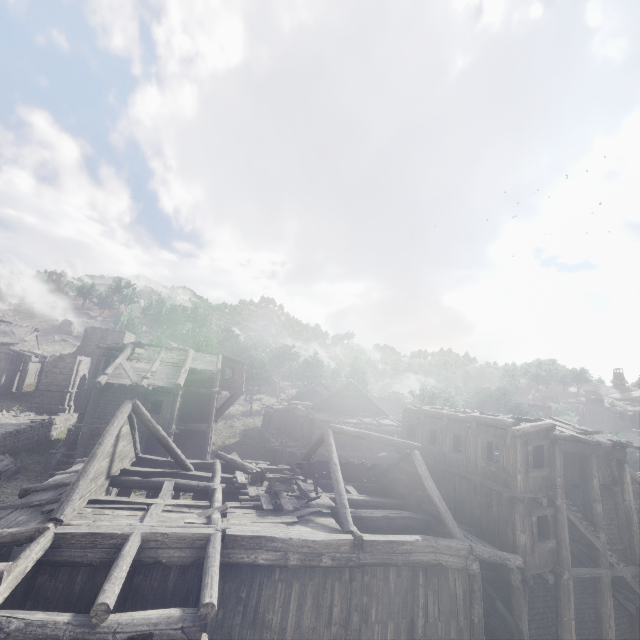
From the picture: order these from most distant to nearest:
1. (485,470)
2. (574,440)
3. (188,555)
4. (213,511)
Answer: (485,470), (574,440), (213,511), (188,555)

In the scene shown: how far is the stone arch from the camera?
32.7 meters

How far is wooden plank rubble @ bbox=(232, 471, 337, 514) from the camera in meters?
12.6 m

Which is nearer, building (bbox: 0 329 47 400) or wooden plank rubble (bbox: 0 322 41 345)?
building (bbox: 0 329 47 400)

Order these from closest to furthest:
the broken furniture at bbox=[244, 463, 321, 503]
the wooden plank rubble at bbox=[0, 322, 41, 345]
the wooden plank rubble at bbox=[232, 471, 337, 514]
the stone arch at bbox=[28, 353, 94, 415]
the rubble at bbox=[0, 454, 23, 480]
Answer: the wooden plank rubble at bbox=[232, 471, 337, 514] → the broken furniture at bbox=[244, 463, 321, 503] → the rubble at bbox=[0, 454, 23, 480] → the stone arch at bbox=[28, 353, 94, 415] → the wooden plank rubble at bbox=[0, 322, 41, 345]

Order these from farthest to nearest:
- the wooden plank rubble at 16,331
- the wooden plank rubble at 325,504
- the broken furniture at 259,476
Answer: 1. the wooden plank rubble at 16,331
2. the broken furniture at 259,476
3. the wooden plank rubble at 325,504

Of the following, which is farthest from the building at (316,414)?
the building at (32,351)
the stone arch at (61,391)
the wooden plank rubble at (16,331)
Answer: the wooden plank rubble at (16,331)

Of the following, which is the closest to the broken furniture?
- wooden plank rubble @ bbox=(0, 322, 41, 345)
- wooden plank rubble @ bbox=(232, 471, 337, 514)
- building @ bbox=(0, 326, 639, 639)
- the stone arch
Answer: wooden plank rubble @ bbox=(232, 471, 337, 514)
